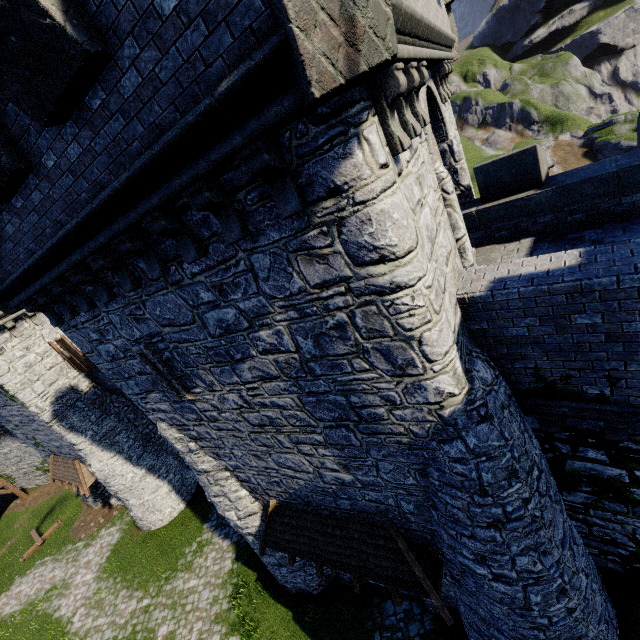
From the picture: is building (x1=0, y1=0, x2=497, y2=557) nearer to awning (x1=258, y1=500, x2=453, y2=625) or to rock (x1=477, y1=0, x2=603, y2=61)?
awning (x1=258, y1=500, x2=453, y2=625)

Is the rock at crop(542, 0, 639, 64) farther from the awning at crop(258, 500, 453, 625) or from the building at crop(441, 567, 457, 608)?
the awning at crop(258, 500, 453, 625)

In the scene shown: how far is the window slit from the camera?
7.5m

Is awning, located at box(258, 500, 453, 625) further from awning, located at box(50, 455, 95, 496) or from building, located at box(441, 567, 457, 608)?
awning, located at box(50, 455, 95, 496)

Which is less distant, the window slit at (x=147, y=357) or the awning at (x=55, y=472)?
the window slit at (x=147, y=357)

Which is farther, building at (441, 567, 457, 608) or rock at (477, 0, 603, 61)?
rock at (477, 0, 603, 61)

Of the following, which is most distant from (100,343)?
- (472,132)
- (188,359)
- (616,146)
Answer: (472,132)

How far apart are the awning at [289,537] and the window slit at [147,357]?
4.6 meters
